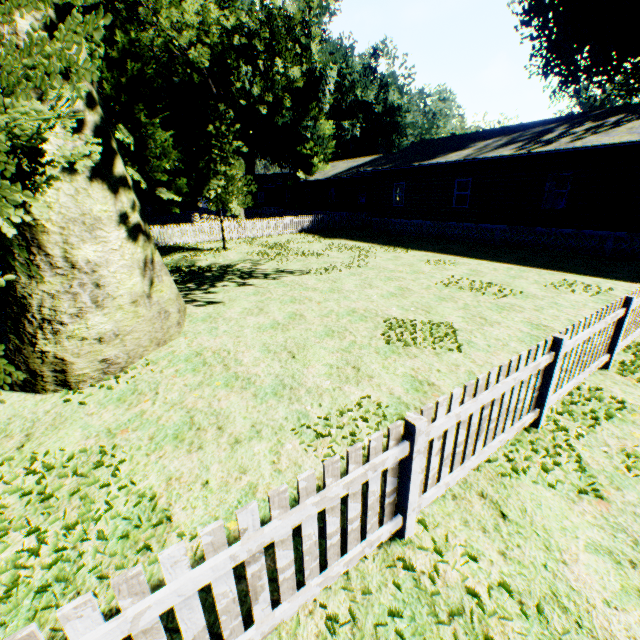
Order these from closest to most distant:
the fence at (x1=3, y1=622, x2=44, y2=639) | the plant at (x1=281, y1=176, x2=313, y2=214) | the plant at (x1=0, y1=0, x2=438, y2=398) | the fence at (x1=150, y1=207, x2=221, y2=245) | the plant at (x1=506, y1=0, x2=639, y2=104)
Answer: A: the fence at (x1=3, y1=622, x2=44, y2=639) < the plant at (x1=0, y1=0, x2=438, y2=398) < the plant at (x1=506, y1=0, x2=639, y2=104) < the fence at (x1=150, y1=207, x2=221, y2=245) < the plant at (x1=281, y1=176, x2=313, y2=214)

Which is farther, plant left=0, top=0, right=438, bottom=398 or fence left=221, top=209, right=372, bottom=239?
fence left=221, top=209, right=372, bottom=239

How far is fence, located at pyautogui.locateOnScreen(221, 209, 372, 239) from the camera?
23.33m

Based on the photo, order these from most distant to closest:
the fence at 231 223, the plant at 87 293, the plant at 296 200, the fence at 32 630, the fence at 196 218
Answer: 1. the plant at 296 200
2. the fence at 231 223
3. the fence at 196 218
4. the plant at 87 293
5. the fence at 32 630

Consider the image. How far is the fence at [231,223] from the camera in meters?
23.3 m

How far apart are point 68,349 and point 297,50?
33.94m
